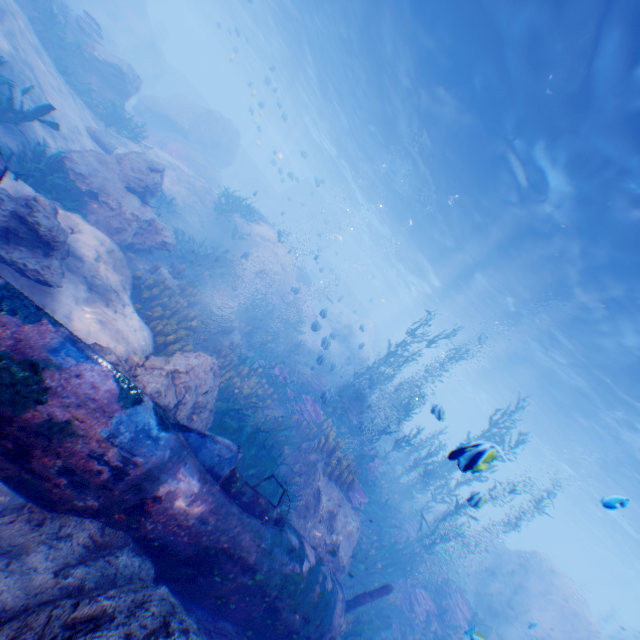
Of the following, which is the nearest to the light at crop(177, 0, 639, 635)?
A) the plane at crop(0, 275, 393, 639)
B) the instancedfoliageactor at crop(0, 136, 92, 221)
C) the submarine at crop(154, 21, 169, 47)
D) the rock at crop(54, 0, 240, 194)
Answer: the rock at crop(54, 0, 240, 194)

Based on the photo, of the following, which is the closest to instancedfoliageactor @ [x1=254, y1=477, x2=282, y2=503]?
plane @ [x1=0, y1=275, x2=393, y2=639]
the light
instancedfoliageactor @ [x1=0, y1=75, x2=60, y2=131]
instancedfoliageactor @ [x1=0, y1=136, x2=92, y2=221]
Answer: plane @ [x1=0, y1=275, x2=393, y2=639]

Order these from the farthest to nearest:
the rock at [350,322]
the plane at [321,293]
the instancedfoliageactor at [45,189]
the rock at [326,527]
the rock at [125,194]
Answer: the rock at [350,322]
the plane at [321,293]
the rock at [326,527]
the instancedfoliageactor at [45,189]
the rock at [125,194]

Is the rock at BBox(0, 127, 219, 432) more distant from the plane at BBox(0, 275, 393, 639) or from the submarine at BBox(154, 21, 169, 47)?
the submarine at BBox(154, 21, 169, 47)

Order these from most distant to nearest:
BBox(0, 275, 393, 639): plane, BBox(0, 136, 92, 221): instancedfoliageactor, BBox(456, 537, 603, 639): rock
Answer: BBox(456, 537, 603, 639): rock
BBox(0, 136, 92, 221): instancedfoliageactor
BBox(0, 275, 393, 639): plane

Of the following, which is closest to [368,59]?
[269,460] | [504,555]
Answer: [269,460]

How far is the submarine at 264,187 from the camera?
40.8 meters

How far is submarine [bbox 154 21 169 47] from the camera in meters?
40.4 m
